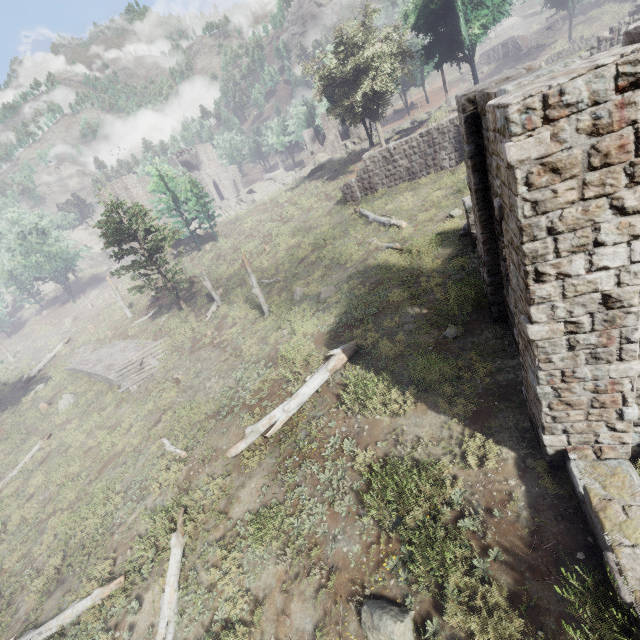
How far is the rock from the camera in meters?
55.1 m

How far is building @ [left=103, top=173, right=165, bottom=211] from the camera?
41.19m

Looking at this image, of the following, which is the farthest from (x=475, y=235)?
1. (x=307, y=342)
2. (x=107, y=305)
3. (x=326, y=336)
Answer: (x=107, y=305)

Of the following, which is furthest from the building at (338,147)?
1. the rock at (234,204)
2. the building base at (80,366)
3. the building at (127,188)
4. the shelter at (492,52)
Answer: the building base at (80,366)

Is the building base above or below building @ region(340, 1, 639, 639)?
below

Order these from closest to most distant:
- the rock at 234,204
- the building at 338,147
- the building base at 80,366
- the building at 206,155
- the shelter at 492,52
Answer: the building base at 80,366
the shelter at 492,52
the building at 338,147
the rock at 234,204
the building at 206,155

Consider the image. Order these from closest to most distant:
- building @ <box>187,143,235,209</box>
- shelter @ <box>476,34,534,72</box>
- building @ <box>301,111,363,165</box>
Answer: shelter @ <box>476,34,534,72</box>
building @ <box>301,111,363,165</box>
building @ <box>187,143,235,209</box>

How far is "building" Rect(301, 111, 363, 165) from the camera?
50.7m
